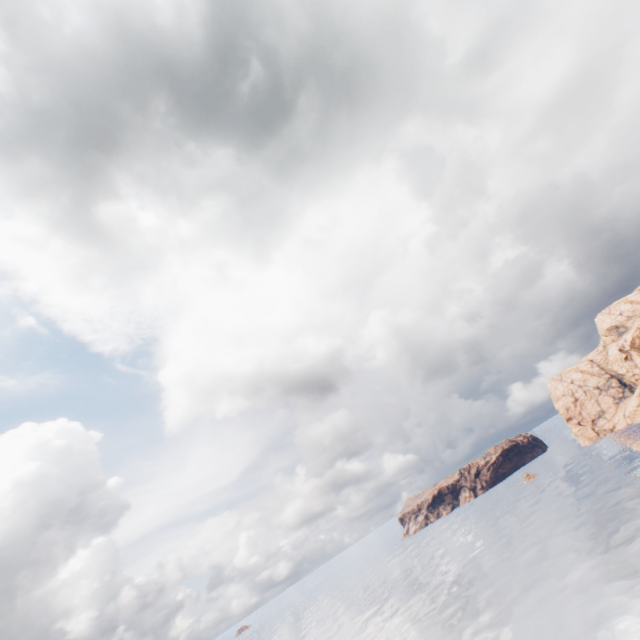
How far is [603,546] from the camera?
53.6 meters
